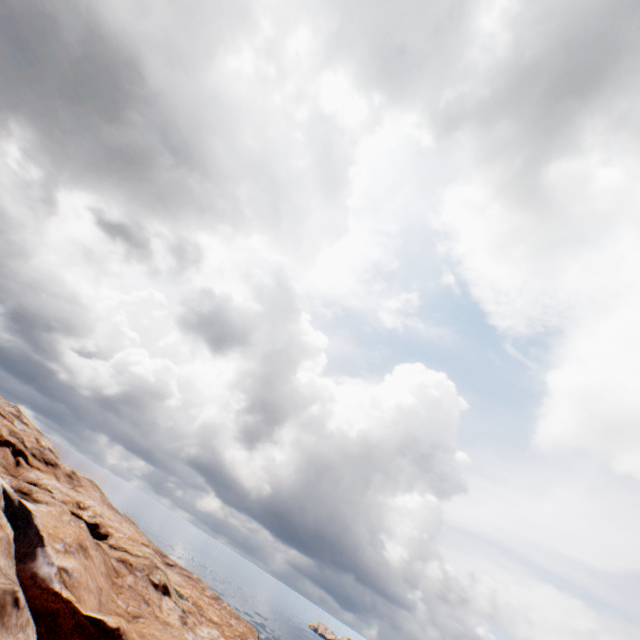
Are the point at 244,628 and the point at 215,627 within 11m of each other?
yes
